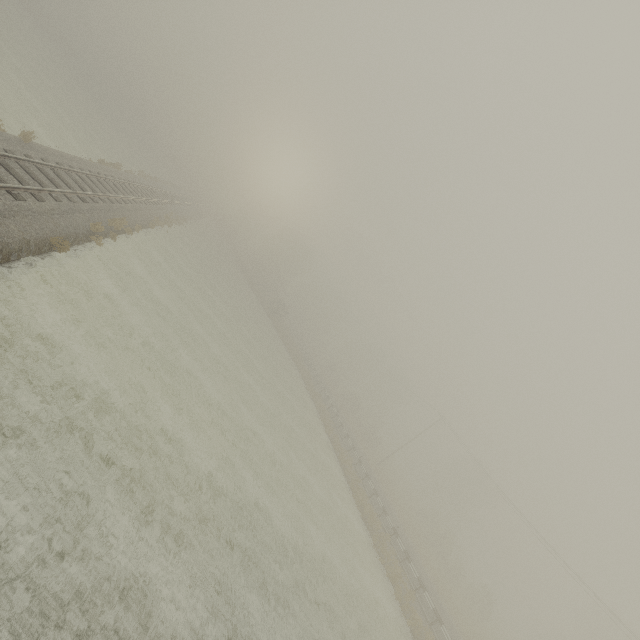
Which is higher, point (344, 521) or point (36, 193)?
point (36, 193)
